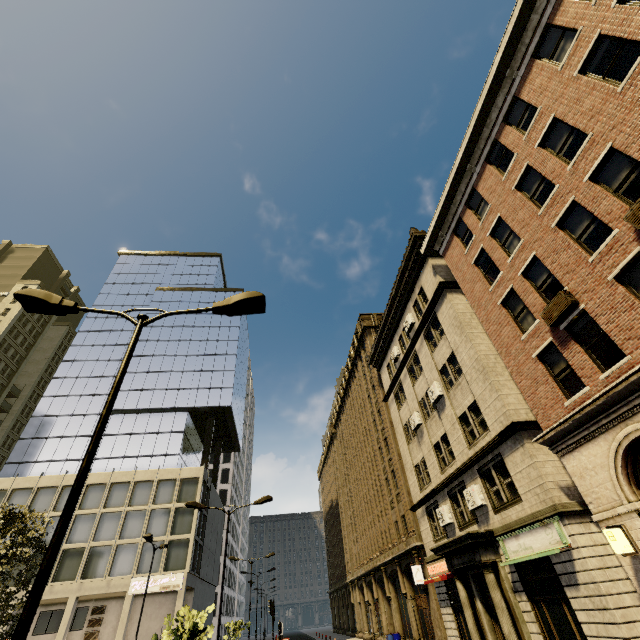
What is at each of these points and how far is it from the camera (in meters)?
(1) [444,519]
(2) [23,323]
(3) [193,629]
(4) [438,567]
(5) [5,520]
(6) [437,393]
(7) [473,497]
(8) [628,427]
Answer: (1) air conditioner, 18.92
(2) building, 59.69
(3) tree, 7.30
(4) sign, 19.92
(5) tree, 14.98
(6) air conditioner, 19.75
(7) air conditioner, 16.12
(8) building, 9.30

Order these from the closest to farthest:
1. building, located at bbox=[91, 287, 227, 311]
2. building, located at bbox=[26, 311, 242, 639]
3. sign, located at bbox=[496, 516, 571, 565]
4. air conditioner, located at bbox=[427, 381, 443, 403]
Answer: sign, located at bbox=[496, 516, 571, 565] < air conditioner, located at bbox=[427, 381, 443, 403] < building, located at bbox=[26, 311, 242, 639] < building, located at bbox=[91, 287, 227, 311]

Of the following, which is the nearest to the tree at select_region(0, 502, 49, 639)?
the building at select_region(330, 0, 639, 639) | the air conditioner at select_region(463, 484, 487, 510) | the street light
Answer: the street light

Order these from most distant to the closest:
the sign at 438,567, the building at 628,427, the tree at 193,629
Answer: the sign at 438,567 → the building at 628,427 → the tree at 193,629

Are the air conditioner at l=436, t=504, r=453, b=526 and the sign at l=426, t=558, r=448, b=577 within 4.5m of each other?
yes

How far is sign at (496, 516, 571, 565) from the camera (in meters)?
→ 11.45

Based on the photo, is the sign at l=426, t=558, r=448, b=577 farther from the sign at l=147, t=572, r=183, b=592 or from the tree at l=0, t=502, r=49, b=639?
the sign at l=147, t=572, r=183, b=592

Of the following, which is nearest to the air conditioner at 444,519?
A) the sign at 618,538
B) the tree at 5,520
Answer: the sign at 618,538
